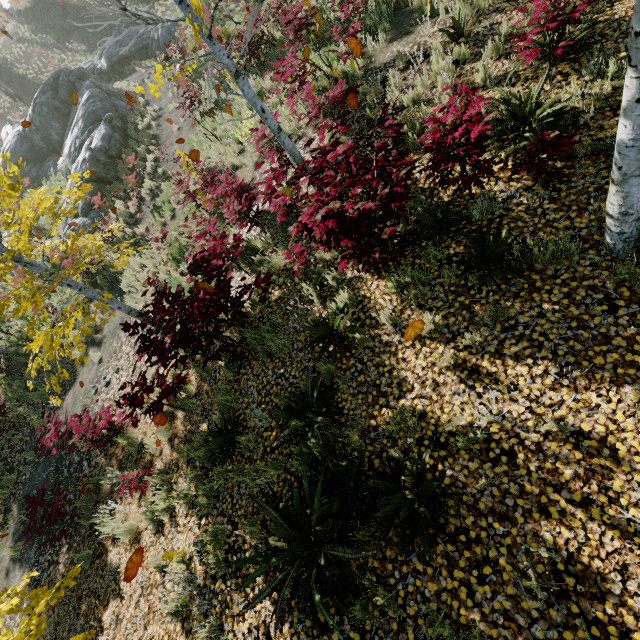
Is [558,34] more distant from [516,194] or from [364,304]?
[364,304]

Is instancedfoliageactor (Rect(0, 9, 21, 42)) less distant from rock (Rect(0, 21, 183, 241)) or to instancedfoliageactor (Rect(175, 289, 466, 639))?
rock (Rect(0, 21, 183, 241))

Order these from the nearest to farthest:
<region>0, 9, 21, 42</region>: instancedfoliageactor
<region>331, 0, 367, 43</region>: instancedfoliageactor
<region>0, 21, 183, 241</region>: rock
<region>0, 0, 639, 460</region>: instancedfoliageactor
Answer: <region>0, 0, 639, 460</region>: instancedfoliageactor < <region>331, 0, 367, 43</region>: instancedfoliageactor < <region>0, 21, 183, 241</region>: rock < <region>0, 9, 21, 42</region>: instancedfoliageactor

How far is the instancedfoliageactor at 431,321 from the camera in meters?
3.9 m

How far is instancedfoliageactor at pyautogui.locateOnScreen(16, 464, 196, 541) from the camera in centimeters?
549cm

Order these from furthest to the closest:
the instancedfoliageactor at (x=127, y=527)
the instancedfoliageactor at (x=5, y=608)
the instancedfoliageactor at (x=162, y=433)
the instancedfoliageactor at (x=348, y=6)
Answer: the instancedfoliageactor at (x=348, y=6), the instancedfoliageactor at (x=162, y=433), the instancedfoliageactor at (x=127, y=527), the instancedfoliageactor at (x=5, y=608)
